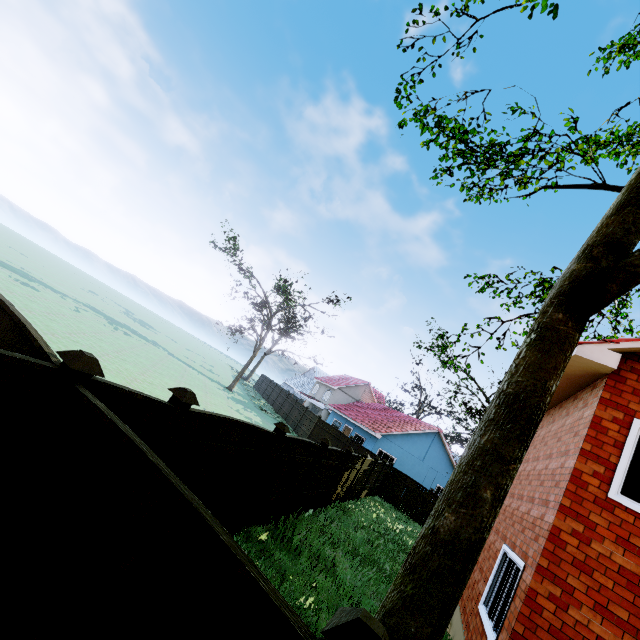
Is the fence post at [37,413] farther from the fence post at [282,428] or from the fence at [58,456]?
the fence post at [282,428]

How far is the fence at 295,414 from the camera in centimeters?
2931cm

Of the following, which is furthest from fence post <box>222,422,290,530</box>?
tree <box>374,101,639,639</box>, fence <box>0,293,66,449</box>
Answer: tree <box>374,101,639,639</box>

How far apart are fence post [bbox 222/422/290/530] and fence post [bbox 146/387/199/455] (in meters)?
2.73

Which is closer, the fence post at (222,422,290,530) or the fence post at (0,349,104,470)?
the fence post at (0,349,104,470)

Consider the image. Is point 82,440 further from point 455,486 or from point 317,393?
point 317,393

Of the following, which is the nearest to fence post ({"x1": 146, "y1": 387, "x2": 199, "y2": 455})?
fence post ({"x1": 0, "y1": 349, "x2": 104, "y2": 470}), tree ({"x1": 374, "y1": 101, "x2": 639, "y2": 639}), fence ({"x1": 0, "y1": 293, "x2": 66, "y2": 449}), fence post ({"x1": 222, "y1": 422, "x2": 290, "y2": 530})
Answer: fence ({"x1": 0, "y1": 293, "x2": 66, "y2": 449})

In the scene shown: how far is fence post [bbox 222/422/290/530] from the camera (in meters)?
6.23
